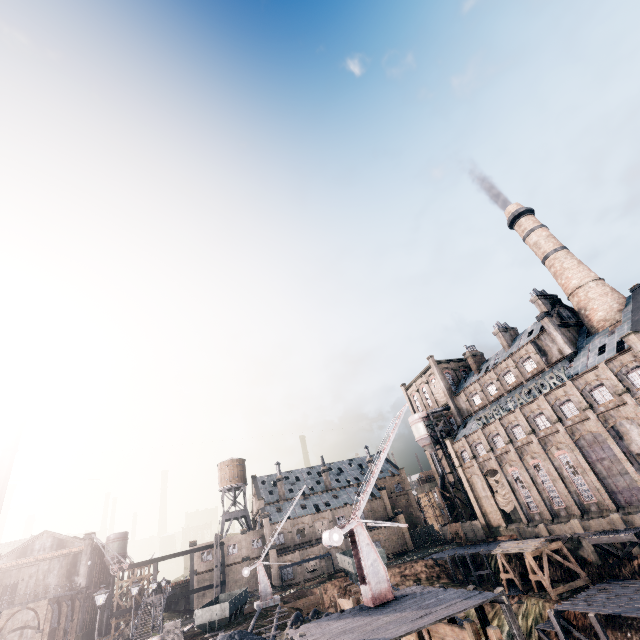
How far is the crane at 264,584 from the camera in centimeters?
3953cm

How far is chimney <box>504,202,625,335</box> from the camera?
42.4 meters

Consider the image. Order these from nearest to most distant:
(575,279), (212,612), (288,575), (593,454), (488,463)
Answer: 1. (212,612)
2. (593,454)
3. (575,279)
4. (488,463)
5. (288,575)

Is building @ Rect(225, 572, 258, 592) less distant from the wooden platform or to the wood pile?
the wood pile

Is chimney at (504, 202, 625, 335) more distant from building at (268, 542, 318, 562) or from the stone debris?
building at (268, 542, 318, 562)

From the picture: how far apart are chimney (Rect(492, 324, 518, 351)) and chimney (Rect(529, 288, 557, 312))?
7.55m

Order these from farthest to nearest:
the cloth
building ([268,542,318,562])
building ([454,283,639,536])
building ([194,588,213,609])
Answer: building ([268,542,318,562]) < building ([194,588,213,609]) < the cloth < building ([454,283,639,536])

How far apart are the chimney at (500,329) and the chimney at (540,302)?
7.5m
